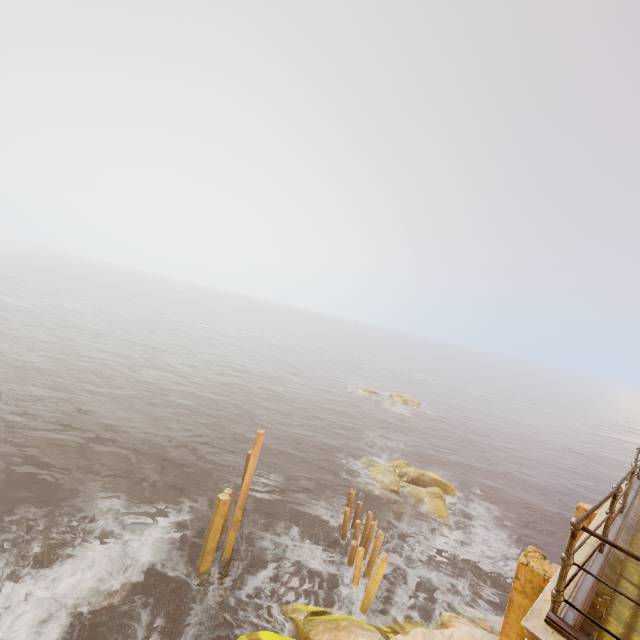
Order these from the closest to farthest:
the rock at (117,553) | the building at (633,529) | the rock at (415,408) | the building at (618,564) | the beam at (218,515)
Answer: the building at (618,564) → the building at (633,529) → the rock at (117,553) → the beam at (218,515) → the rock at (415,408)

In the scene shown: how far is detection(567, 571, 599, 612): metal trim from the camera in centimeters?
327cm

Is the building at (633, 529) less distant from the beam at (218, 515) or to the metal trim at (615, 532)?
the metal trim at (615, 532)

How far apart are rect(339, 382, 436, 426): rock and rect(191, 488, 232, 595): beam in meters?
30.2

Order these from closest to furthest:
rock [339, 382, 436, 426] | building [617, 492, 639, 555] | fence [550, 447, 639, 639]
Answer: fence [550, 447, 639, 639], building [617, 492, 639, 555], rock [339, 382, 436, 426]

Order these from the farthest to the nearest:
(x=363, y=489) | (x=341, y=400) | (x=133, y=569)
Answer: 1. (x=341, y=400)
2. (x=363, y=489)
3. (x=133, y=569)

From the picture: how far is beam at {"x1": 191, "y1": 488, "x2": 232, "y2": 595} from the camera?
11.8m

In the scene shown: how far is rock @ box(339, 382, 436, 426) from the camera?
40.7 meters
